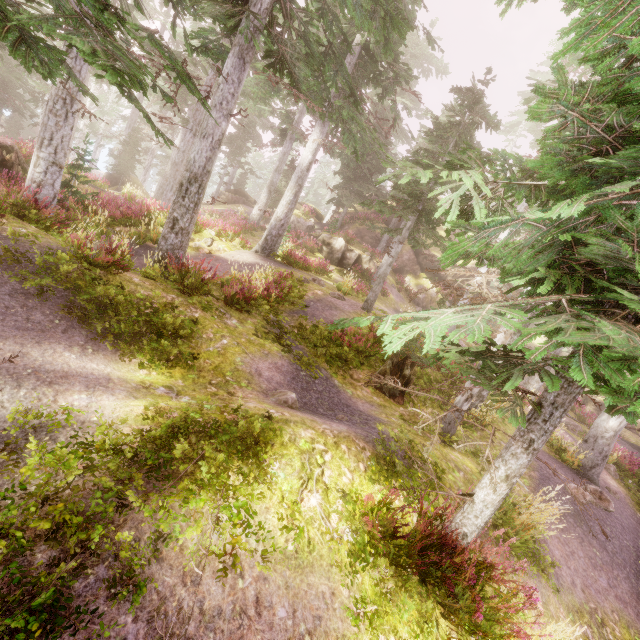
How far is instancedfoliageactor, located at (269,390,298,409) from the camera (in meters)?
6.19

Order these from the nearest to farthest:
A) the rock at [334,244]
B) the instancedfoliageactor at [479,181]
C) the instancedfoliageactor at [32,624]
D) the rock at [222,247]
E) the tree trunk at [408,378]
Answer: the instancedfoliageactor at [32,624], the instancedfoliageactor at [479,181], the tree trunk at [408,378], the rock at [222,247], the rock at [334,244]

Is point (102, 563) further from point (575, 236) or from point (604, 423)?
point (604, 423)

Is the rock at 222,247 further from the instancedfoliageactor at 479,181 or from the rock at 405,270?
the rock at 405,270

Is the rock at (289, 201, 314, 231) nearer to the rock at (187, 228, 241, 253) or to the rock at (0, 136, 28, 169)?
the rock at (187, 228, 241, 253)

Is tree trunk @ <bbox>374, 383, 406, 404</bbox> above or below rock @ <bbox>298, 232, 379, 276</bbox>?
below

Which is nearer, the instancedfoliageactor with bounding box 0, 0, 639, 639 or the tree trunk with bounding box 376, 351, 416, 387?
the instancedfoliageactor with bounding box 0, 0, 639, 639

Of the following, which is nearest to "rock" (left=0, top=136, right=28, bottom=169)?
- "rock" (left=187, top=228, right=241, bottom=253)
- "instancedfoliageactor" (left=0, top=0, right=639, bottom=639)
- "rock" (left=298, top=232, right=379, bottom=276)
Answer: "instancedfoliageactor" (left=0, top=0, right=639, bottom=639)
